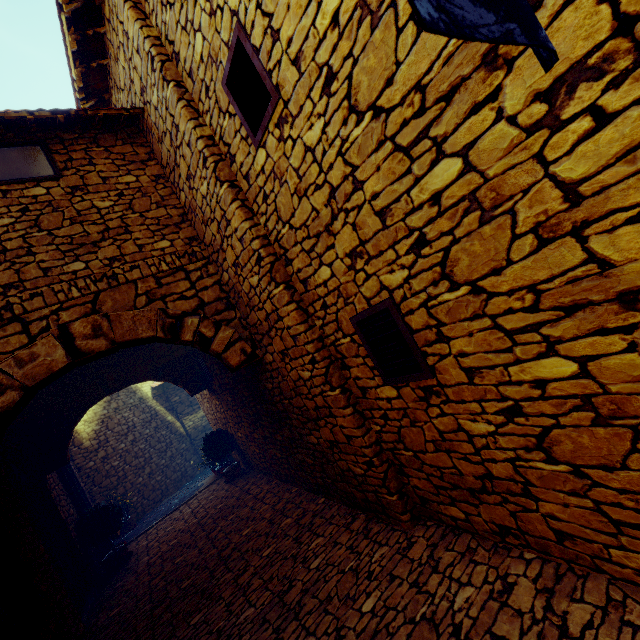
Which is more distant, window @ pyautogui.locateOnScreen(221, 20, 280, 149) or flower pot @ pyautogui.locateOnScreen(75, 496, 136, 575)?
flower pot @ pyautogui.locateOnScreen(75, 496, 136, 575)

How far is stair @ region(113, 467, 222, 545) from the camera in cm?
797

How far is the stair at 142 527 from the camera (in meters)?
7.97

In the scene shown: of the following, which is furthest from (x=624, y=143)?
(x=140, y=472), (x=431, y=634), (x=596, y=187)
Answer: (x=140, y=472)

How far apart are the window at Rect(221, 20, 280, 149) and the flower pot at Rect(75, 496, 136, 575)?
7.5m

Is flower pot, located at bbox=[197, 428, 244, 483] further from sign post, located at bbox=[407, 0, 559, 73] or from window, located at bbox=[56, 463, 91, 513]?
sign post, located at bbox=[407, 0, 559, 73]

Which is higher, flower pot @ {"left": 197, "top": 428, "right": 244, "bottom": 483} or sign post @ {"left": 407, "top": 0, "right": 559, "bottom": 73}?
sign post @ {"left": 407, "top": 0, "right": 559, "bottom": 73}

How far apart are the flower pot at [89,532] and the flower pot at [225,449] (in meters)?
1.93
